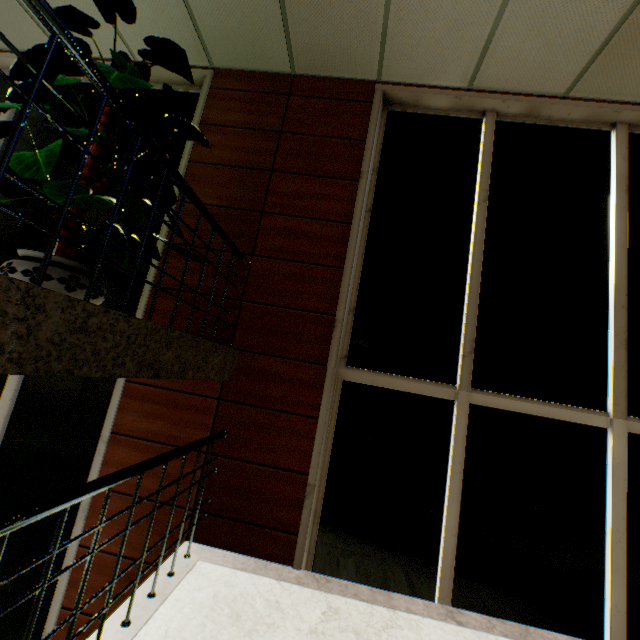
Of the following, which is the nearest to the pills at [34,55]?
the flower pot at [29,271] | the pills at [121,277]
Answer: the flower pot at [29,271]

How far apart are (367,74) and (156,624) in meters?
5.1 m

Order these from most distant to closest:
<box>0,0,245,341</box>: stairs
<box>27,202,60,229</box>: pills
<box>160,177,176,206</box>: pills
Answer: <box>160,177,176,206</box>: pills, <box>27,202,60,229</box>: pills, <box>0,0,245,341</box>: stairs

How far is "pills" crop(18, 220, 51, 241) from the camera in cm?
280

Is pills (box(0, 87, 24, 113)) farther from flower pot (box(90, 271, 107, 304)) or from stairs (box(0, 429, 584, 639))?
stairs (box(0, 429, 584, 639))

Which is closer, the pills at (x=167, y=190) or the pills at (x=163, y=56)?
the pills at (x=163, y=56)

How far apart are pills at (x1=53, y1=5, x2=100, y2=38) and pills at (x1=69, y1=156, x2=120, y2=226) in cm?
19
